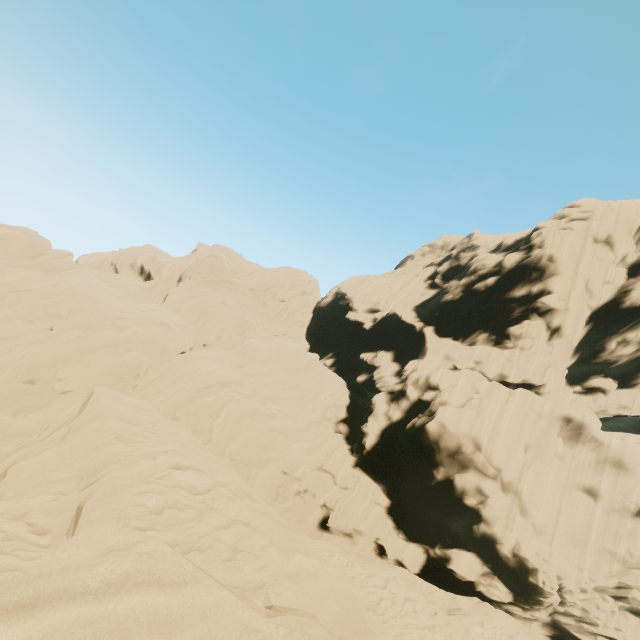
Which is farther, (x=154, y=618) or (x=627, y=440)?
(x=627, y=440)
